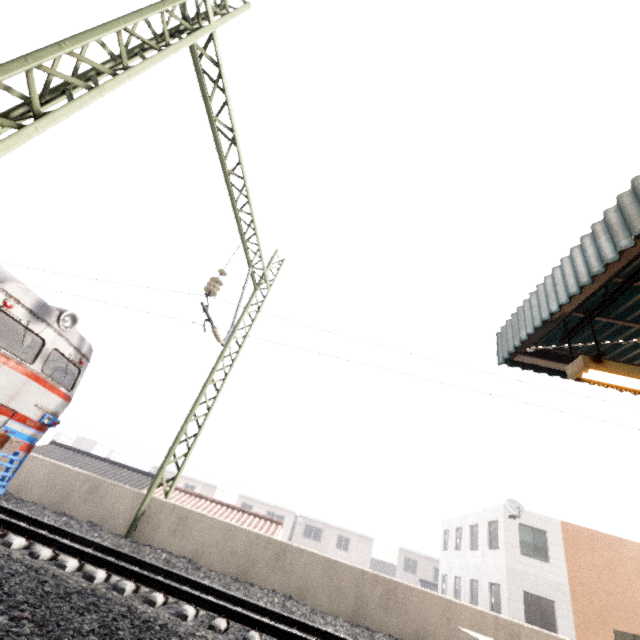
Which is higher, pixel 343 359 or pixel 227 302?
pixel 227 302

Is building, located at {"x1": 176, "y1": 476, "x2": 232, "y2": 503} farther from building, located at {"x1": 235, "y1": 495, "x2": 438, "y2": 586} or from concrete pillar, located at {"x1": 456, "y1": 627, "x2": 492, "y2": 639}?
concrete pillar, located at {"x1": 456, "y1": 627, "x2": 492, "y2": 639}

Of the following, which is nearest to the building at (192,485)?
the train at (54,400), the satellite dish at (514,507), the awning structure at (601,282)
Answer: the satellite dish at (514,507)

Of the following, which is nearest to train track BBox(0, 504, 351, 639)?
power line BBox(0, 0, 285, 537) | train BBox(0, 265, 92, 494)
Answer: Result: train BBox(0, 265, 92, 494)

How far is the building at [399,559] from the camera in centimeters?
3666cm

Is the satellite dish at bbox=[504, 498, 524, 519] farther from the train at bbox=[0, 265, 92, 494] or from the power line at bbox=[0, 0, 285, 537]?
the train at bbox=[0, 265, 92, 494]

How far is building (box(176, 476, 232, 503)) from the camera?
40.91m

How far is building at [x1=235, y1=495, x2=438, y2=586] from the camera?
36.66m
